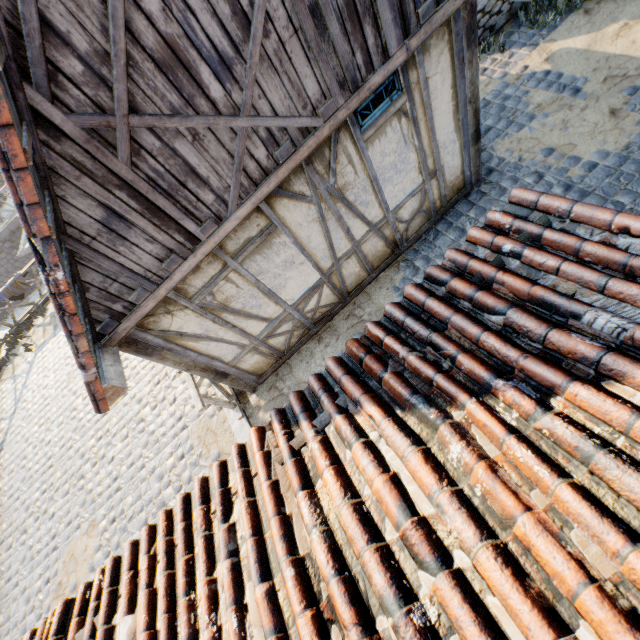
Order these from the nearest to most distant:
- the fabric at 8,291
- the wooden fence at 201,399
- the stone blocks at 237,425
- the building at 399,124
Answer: the building at 399,124, the wooden fence at 201,399, the stone blocks at 237,425, the fabric at 8,291

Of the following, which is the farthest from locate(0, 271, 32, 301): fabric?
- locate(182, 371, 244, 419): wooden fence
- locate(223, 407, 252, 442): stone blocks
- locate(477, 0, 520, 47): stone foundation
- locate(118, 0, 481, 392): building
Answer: locate(477, 0, 520, 47): stone foundation

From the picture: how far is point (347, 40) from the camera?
2.9 meters

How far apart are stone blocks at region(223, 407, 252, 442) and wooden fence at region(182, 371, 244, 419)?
0.0m

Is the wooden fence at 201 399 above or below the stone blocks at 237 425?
above

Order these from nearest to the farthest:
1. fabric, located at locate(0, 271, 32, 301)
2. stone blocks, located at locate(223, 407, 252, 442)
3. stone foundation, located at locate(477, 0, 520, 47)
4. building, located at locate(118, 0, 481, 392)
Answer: building, located at locate(118, 0, 481, 392), stone blocks, located at locate(223, 407, 252, 442), stone foundation, located at locate(477, 0, 520, 47), fabric, located at locate(0, 271, 32, 301)

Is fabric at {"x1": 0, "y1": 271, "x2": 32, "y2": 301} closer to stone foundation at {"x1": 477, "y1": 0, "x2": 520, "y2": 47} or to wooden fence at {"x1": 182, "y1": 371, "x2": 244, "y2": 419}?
wooden fence at {"x1": 182, "y1": 371, "x2": 244, "y2": 419}

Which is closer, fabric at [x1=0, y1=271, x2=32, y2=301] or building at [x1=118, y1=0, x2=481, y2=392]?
building at [x1=118, y1=0, x2=481, y2=392]
